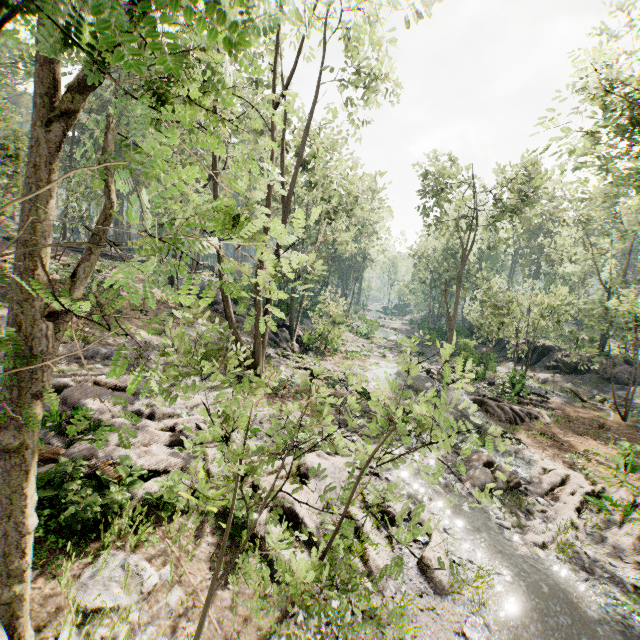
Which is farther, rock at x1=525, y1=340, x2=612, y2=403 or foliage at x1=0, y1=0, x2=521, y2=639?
rock at x1=525, y1=340, x2=612, y2=403

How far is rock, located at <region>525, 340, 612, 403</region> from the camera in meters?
27.5

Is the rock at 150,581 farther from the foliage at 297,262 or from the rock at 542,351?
the rock at 542,351

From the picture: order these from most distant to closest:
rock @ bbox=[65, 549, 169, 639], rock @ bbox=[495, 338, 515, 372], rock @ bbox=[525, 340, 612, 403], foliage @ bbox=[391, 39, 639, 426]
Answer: rock @ bbox=[495, 338, 515, 372] → rock @ bbox=[525, 340, 612, 403] → foliage @ bbox=[391, 39, 639, 426] → rock @ bbox=[65, 549, 169, 639]

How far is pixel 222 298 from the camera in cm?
1608

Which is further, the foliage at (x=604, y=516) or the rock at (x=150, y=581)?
the foliage at (x=604, y=516)

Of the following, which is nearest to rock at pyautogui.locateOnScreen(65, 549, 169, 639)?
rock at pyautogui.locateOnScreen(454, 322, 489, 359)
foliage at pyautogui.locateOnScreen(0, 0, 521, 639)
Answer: foliage at pyautogui.locateOnScreen(0, 0, 521, 639)
